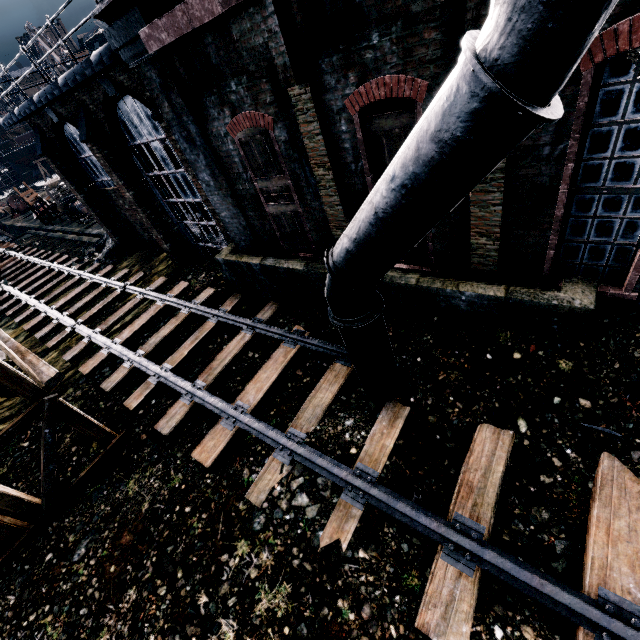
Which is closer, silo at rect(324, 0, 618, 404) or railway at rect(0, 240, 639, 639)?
silo at rect(324, 0, 618, 404)

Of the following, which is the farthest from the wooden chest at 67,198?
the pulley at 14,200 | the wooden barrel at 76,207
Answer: the pulley at 14,200

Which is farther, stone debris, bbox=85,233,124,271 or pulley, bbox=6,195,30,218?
pulley, bbox=6,195,30,218

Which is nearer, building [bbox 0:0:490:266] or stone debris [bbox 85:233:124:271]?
building [bbox 0:0:490:266]

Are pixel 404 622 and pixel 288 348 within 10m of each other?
yes

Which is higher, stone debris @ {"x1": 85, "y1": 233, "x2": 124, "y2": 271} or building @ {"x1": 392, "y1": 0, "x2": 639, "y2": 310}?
building @ {"x1": 392, "y1": 0, "x2": 639, "y2": 310}

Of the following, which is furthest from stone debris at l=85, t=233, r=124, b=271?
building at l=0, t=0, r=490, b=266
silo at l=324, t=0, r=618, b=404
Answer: silo at l=324, t=0, r=618, b=404

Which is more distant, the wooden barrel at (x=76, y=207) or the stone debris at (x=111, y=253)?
the wooden barrel at (x=76, y=207)
